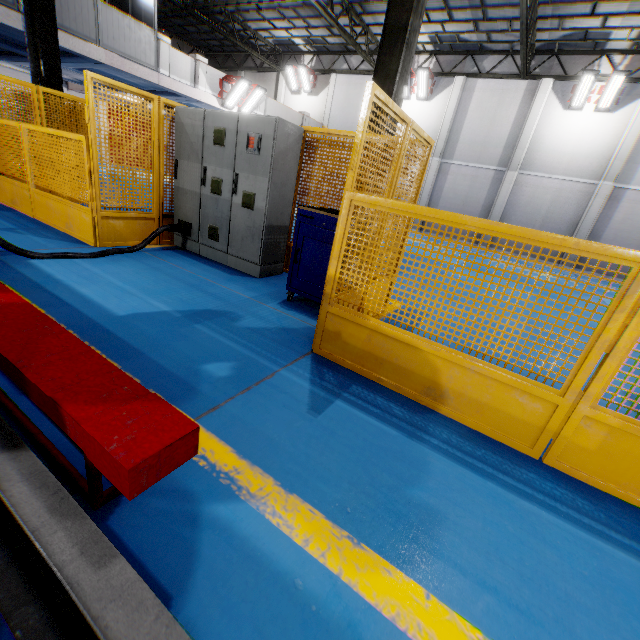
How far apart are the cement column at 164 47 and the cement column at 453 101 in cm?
1344

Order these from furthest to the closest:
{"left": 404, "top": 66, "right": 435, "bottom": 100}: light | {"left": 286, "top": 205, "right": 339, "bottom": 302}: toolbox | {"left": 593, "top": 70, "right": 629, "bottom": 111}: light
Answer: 1. {"left": 404, "top": 66, "right": 435, "bottom": 100}: light
2. {"left": 593, "top": 70, "right": 629, "bottom": 111}: light
3. {"left": 286, "top": 205, "right": 339, "bottom": 302}: toolbox

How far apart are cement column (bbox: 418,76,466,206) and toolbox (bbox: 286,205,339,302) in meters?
16.5

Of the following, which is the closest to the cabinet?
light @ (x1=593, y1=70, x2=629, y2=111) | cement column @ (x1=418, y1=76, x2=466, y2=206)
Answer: cement column @ (x1=418, y1=76, x2=466, y2=206)

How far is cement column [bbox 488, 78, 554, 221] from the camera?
15.2 meters

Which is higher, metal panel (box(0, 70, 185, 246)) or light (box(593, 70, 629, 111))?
light (box(593, 70, 629, 111))

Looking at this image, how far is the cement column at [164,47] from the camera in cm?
1175

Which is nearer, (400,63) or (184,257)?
(400,63)
